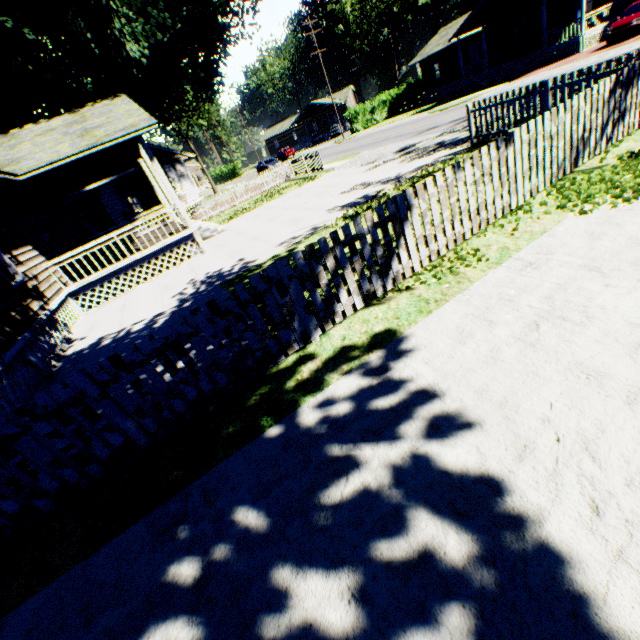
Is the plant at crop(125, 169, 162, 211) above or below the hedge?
above

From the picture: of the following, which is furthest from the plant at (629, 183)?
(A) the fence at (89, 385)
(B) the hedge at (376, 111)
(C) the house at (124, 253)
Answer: (B) the hedge at (376, 111)

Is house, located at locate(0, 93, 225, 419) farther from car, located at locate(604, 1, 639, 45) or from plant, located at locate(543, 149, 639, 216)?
car, located at locate(604, 1, 639, 45)

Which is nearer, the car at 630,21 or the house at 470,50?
the car at 630,21

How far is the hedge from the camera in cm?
4025

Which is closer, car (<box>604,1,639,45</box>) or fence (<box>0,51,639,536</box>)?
fence (<box>0,51,639,536</box>)

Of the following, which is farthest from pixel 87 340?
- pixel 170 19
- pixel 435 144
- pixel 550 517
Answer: pixel 170 19

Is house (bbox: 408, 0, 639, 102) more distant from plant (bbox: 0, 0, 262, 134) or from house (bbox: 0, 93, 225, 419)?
house (bbox: 0, 93, 225, 419)
